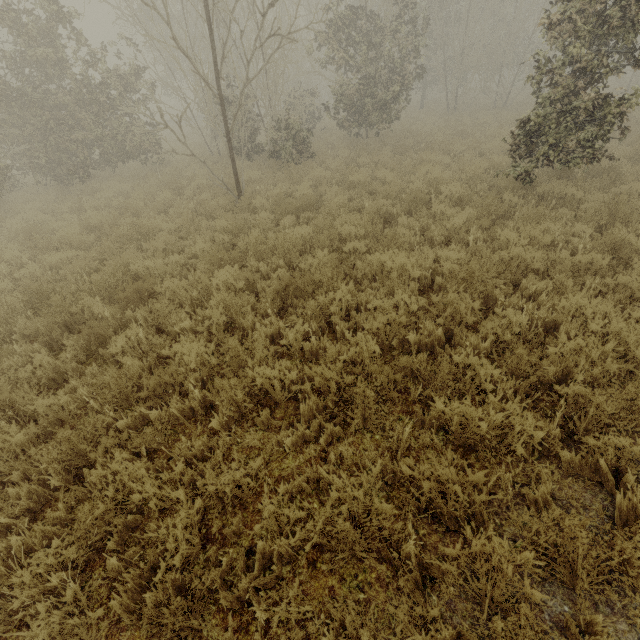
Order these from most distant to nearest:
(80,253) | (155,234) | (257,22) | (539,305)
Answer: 1. (257,22)
2. (155,234)
3. (80,253)
4. (539,305)
